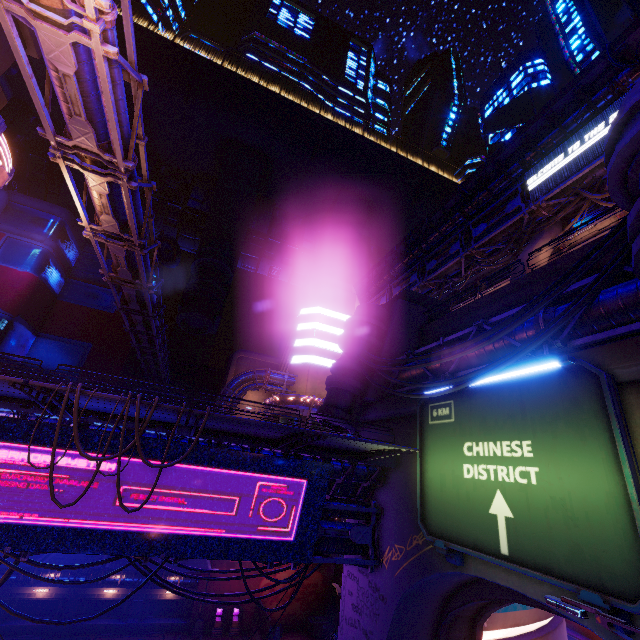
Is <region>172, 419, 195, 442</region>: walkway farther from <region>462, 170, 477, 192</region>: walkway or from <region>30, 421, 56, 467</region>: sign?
<region>462, 170, 477, 192</region>: walkway

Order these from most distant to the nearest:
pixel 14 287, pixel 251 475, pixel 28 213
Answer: pixel 28 213 → pixel 14 287 → pixel 251 475

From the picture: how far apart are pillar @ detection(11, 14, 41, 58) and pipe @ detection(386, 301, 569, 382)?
21.5m

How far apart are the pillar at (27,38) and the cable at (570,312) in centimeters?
2046cm

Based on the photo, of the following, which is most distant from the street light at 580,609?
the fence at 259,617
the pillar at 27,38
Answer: the fence at 259,617

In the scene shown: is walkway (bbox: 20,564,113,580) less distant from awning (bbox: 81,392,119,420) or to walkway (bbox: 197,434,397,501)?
walkway (bbox: 197,434,397,501)

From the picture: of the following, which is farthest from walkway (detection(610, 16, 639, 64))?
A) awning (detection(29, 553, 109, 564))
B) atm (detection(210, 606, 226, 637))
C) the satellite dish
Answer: awning (detection(29, 553, 109, 564))

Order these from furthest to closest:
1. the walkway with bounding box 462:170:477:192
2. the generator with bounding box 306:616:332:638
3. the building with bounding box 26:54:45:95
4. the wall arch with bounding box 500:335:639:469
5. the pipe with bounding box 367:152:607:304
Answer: the building with bounding box 26:54:45:95
the walkway with bounding box 462:170:477:192
the generator with bounding box 306:616:332:638
the pipe with bounding box 367:152:607:304
the wall arch with bounding box 500:335:639:469
